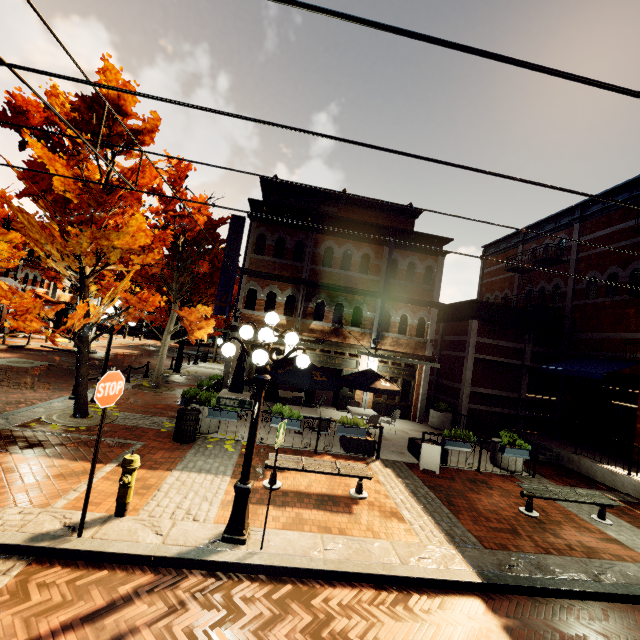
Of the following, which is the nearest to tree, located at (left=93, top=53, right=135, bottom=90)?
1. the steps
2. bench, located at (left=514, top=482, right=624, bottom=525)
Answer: bench, located at (left=514, top=482, right=624, bottom=525)

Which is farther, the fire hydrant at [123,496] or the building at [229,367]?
the building at [229,367]

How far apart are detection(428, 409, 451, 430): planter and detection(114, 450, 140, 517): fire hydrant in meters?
13.4

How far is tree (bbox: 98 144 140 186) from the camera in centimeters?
907cm

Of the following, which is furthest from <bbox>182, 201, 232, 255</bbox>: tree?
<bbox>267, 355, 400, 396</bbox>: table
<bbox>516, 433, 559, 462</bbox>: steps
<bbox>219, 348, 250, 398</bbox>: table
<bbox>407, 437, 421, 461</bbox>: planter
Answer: <bbox>516, 433, 559, 462</bbox>: steps

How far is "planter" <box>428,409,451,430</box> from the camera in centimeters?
1534cm

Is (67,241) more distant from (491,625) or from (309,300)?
(491,625)

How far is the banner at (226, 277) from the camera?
15.7 meters
